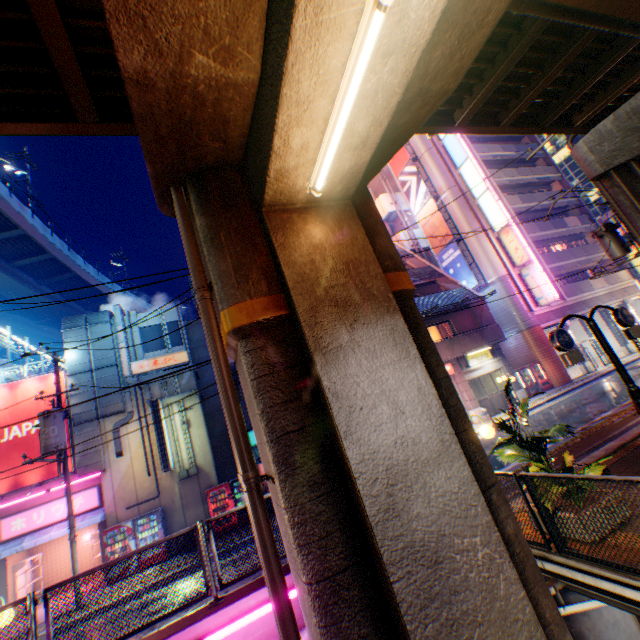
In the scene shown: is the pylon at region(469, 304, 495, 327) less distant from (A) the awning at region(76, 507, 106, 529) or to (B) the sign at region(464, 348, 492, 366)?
(B) the sign at region(464, 348, 492, 366)

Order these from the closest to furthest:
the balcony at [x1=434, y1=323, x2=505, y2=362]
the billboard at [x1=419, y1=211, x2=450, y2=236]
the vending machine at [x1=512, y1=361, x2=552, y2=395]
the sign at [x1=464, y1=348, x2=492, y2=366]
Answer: the balcony at [x1=434, y1=323, x2=505, y2=362], the sign at [x1=464, y1=348, x2=492, y2=366], the vending machine at [x1=512, y1=361, x2=552, y2=395], the billboard at [x1=419, y1=211, x2=450, y2=236]

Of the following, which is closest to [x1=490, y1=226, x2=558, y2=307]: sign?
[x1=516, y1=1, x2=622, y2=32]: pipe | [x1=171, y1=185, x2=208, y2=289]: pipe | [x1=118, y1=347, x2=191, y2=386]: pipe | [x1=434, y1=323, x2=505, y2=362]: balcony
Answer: [x1=434, y1=323, x2=505, y2=362]: balcony

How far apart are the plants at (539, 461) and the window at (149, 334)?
16.8 meters

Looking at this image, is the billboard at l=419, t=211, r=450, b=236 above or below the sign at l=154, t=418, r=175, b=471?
above

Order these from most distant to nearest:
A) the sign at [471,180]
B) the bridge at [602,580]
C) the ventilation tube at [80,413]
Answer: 1. the sign at [471,180]
2. the ventilation tube at [80,413]
3. the bridge at [602,580]

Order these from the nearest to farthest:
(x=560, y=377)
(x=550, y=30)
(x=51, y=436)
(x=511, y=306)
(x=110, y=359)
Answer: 1. (x=550, y=30)
2. (x=51, y=436)
3. (x=110, y=359)
4. (x=560, y=377)
5. (x=511, y=306)

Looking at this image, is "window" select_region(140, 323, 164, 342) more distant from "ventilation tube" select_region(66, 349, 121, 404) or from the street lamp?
the street lamp
